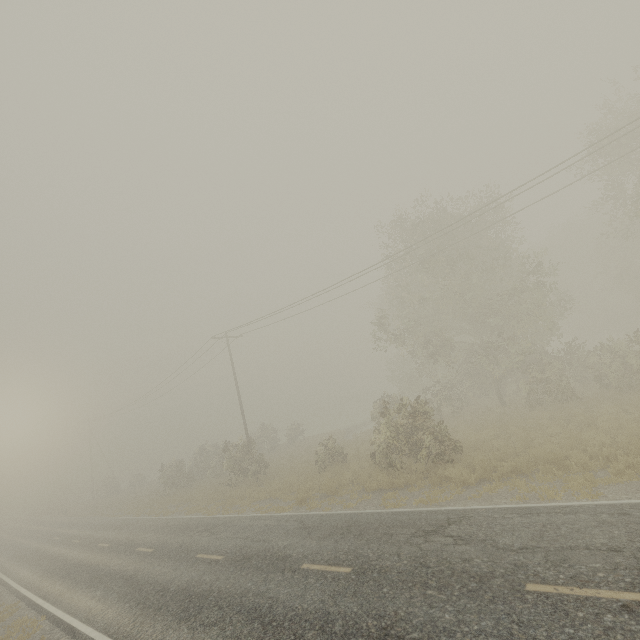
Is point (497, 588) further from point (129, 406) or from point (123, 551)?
point (129, 406)
